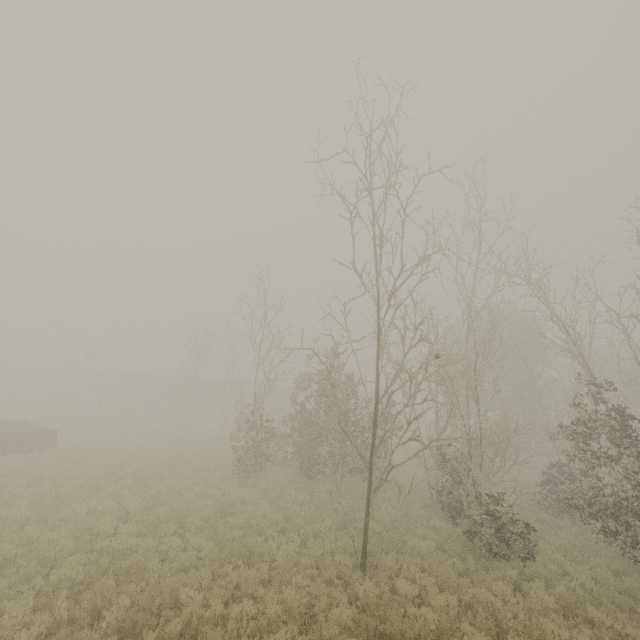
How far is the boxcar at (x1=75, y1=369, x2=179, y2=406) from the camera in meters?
46.7

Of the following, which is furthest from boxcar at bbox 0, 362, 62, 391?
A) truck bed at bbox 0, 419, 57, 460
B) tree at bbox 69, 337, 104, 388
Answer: truck bed at bbox 0, 419, 57, 460

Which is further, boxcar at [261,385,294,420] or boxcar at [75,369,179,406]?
boxcar at [75,369,179,406]

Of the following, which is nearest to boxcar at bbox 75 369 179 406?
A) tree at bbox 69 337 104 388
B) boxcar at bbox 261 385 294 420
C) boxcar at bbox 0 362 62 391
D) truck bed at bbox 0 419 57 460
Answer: boxcar at bbox 261 385 294 420

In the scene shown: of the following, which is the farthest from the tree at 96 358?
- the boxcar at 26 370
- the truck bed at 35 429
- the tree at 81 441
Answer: the truck bed at 35 429

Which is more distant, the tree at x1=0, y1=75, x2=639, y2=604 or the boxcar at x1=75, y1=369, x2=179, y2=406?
the boxcar at x1=75, y1=369, x2=179, y2=406

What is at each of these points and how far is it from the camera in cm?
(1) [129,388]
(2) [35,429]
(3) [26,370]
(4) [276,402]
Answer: (1) boxcar, 4884
(2) truck bed, 1956
(3) boxcar, 5372
(4) boxcar, 4234

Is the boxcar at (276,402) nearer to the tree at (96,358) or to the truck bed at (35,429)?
the truck bed at (35,429)
